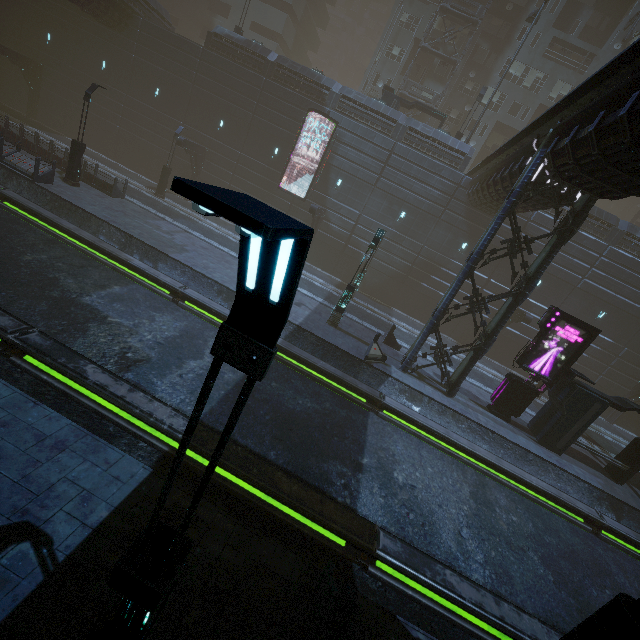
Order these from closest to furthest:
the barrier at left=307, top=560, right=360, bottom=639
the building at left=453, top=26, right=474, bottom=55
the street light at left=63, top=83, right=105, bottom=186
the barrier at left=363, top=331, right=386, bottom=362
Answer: the barrier at left=307, top=560, right=360, bottom=639 < the barrier at left=363, top=331, right=386, bottom=362 < the street light at left=63, top=83, right=105, bottom=186 < the building at left=453, top=26, right=474, bottom=55

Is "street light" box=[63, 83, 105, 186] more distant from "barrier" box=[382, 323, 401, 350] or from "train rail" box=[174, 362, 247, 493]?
"barrier" box=[382, 323, 401, 350]

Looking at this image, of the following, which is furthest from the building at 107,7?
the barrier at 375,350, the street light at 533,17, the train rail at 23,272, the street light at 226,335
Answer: the street light at 226,335

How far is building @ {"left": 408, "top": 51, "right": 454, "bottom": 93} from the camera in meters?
34.0 m

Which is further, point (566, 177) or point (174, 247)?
point (174, 247)

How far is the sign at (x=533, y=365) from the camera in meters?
14.9

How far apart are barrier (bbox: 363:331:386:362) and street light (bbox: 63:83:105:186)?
19.30m
